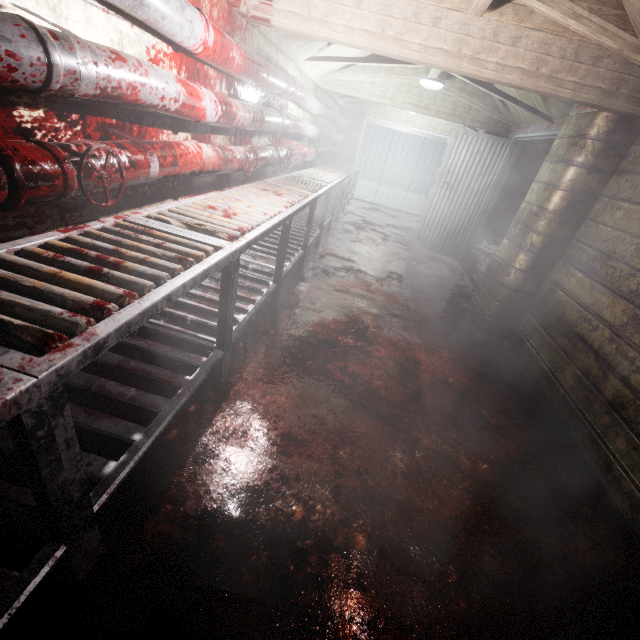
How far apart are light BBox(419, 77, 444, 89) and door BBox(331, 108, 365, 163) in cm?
407

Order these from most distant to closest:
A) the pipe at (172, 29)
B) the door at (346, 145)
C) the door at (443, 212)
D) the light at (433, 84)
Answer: the door at (346, 145)
the door at (443, 212)
the light at (433, 84)
the pipe at (172, 29)

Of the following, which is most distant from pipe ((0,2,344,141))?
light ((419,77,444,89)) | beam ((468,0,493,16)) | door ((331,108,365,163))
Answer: light ((419,77,444,89))

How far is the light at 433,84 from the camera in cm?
411

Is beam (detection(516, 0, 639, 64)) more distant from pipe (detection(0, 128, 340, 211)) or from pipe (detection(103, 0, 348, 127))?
pipe (detection(0, 128, 340, 211))

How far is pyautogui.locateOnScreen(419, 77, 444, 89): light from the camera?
4.11m

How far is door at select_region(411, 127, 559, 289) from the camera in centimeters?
482cm

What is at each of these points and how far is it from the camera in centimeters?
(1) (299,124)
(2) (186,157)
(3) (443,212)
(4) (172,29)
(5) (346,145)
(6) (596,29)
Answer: (1) pipe, 397cm
(2) pipe, 188cm
(3) door, 548cm
(4) pipe, 153cm
(5) door, 840cm
(6) beam, 181cm
